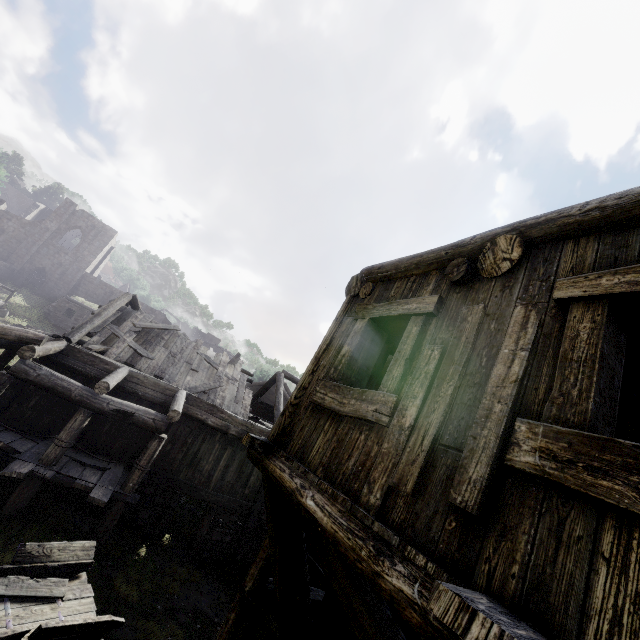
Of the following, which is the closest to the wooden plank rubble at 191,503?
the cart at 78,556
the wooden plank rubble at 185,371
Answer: the wooden plank rubble at 185,371

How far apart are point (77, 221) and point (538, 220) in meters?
47.0

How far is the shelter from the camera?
28.9 meters

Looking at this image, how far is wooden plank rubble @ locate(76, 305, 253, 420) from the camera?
13.2 meters

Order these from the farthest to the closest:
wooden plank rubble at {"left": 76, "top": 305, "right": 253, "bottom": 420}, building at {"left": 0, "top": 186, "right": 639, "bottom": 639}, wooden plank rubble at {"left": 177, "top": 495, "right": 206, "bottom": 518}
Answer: wooden plank rubble at {"left": 177, "top": 495, "right": 206, "bottom": 518} < wooden plank rubble at {"left": 76, "top": 305, "right": 253, "bottom": 420} < building at {"left": 0, "top": 186, "right": 639, "bottom": 639}

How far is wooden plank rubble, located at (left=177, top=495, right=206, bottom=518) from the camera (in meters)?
15.15

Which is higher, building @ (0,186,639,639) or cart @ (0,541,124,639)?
building @ (0,186,639,639)

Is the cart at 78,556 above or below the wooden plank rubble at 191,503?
above
